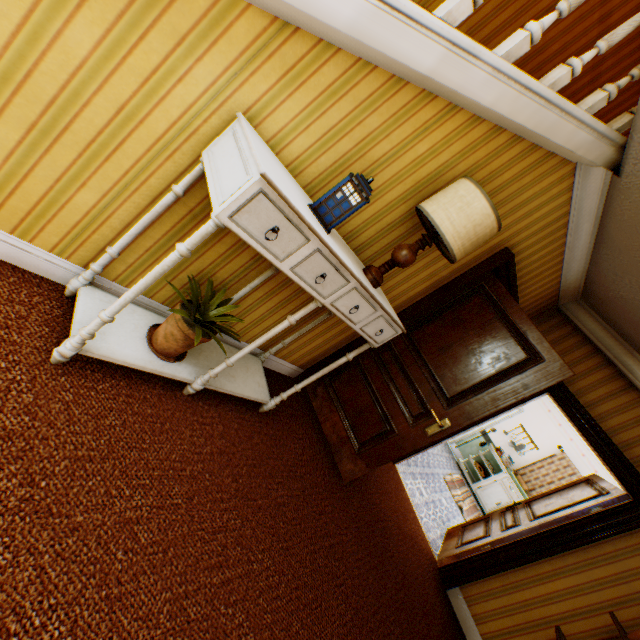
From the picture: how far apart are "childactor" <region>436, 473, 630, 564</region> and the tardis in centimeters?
422cm

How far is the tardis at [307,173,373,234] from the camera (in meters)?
1.52

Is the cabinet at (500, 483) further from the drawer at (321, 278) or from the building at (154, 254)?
the drawer at (321, 278)

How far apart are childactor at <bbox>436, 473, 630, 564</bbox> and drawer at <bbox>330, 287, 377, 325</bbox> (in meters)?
3.28

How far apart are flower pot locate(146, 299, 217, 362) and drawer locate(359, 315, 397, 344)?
0.7 meters

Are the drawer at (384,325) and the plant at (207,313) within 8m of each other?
yes

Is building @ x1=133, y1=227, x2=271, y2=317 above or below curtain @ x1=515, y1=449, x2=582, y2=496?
below

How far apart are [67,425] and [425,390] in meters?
2.7 m
